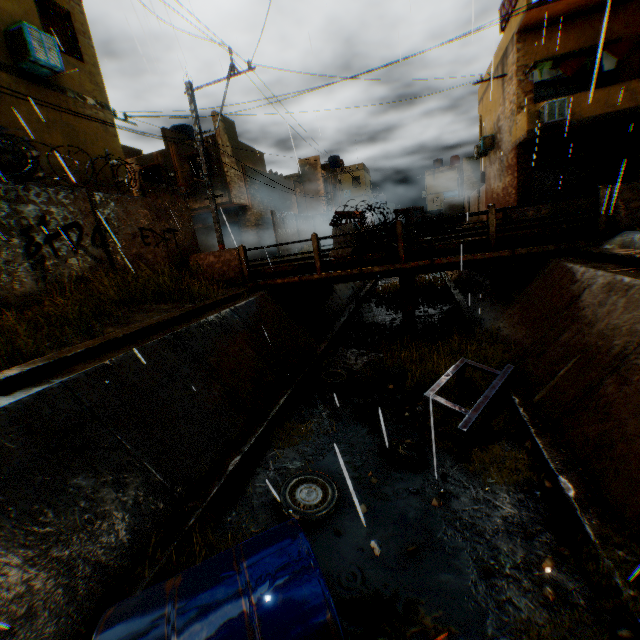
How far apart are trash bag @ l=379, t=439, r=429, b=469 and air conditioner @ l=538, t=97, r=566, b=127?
15.5m

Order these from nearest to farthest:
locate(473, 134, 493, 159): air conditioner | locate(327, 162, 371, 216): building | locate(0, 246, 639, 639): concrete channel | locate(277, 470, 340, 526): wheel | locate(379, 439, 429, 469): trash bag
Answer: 1. locate(0, 246, 639, 639): concrete channel
2. locate(277, 470, 340, 526): wheel
3. locate(379, 439, 429, 469): trash bag
4. locate(473, 134, 493, 159): air conditioner
5. locate(327, 162, 371, 216): building

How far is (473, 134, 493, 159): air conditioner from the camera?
20.4 meters

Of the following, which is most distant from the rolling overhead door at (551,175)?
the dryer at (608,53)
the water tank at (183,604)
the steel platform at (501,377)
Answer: the water tank at (183,604)

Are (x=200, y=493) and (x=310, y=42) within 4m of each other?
no

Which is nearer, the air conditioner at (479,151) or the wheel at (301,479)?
the wheel at (301,479)

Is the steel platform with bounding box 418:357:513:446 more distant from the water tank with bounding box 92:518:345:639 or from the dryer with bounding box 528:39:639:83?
the dryer with bounding box 528:39:639:83

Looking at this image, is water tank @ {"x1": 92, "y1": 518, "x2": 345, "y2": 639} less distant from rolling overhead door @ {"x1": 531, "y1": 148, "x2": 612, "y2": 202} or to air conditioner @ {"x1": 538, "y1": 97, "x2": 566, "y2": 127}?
rolling overhead door @ {"x1": 531, "y1": 148, "x2": 612, "y2": 202}
